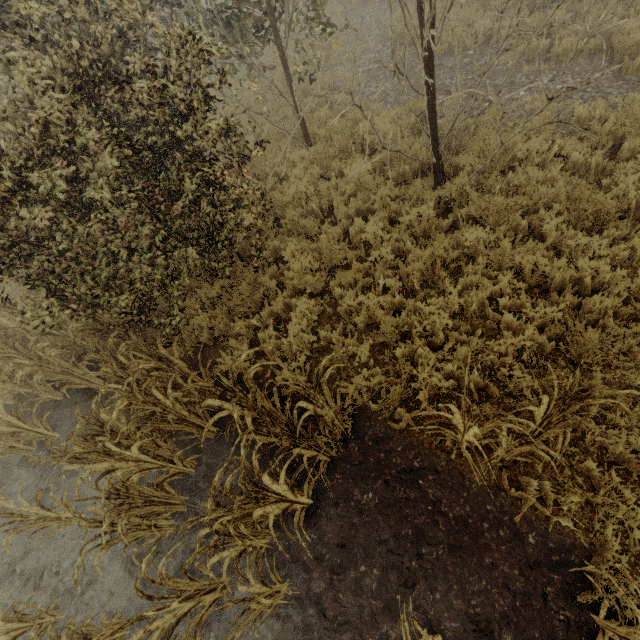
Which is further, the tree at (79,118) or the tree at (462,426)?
the tree at (79,118)

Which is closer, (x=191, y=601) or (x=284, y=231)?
(x=191, y=601)

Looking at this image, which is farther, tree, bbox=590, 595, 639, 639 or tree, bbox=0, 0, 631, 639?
tree, bbox=0, 0, 631, 639
